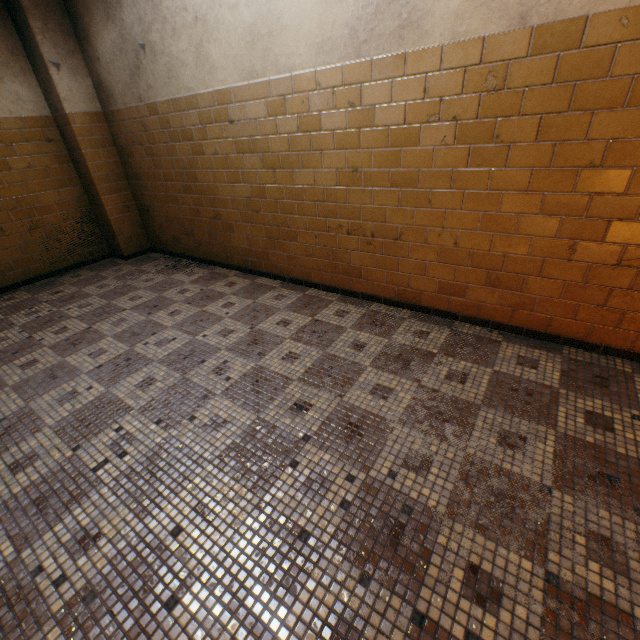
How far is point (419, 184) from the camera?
2.54m
